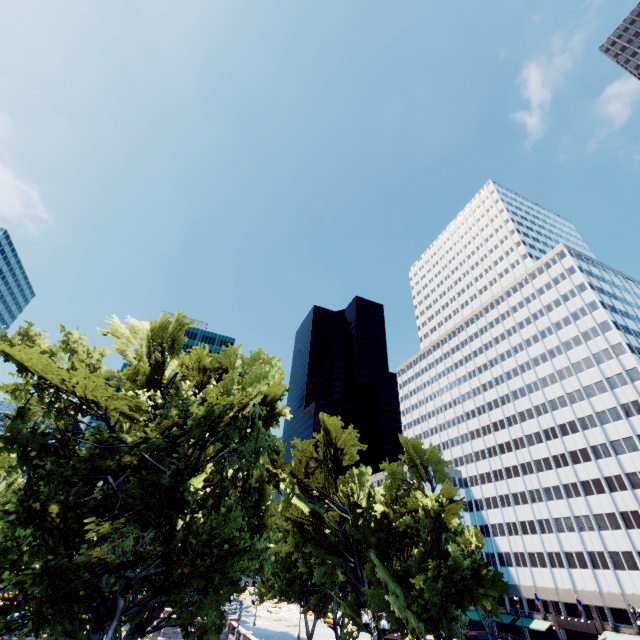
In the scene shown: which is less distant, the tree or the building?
the tree

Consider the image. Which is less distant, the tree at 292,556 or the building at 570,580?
the tree at 292,556

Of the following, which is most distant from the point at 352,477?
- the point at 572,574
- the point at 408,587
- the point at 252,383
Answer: the point at 572,574
